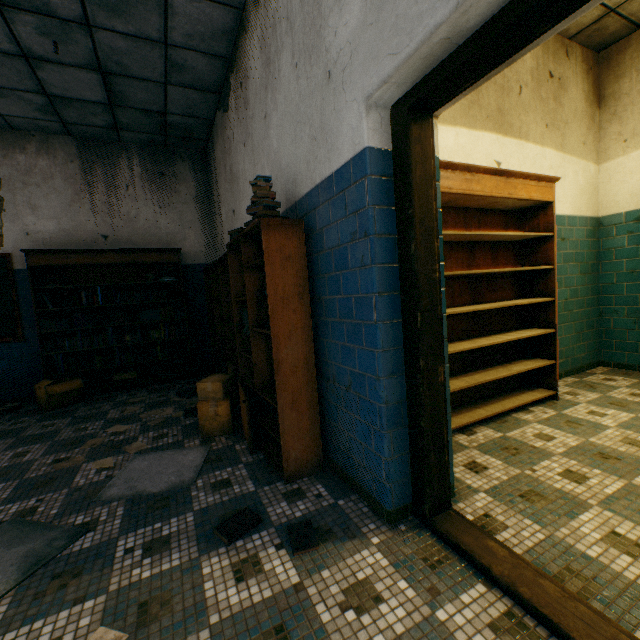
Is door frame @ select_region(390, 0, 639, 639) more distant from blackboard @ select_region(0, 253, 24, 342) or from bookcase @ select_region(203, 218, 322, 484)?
blackboard @ select_region(0, 253, 24, 342)

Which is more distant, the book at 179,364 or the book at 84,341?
the book at 179,364

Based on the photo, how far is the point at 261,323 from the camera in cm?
246

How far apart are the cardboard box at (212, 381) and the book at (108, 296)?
2.59m

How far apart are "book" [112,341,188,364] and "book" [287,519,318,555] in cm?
433

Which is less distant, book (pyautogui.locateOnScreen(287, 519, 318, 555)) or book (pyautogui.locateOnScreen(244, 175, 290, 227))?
book (pyautogui.locateOnScreen(287, 519, 318, 555))

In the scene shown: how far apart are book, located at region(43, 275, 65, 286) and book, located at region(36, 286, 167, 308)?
0.1 meters

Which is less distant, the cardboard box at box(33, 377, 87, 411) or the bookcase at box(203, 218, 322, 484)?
the bookcase at box(203, 218, 322, 484)
